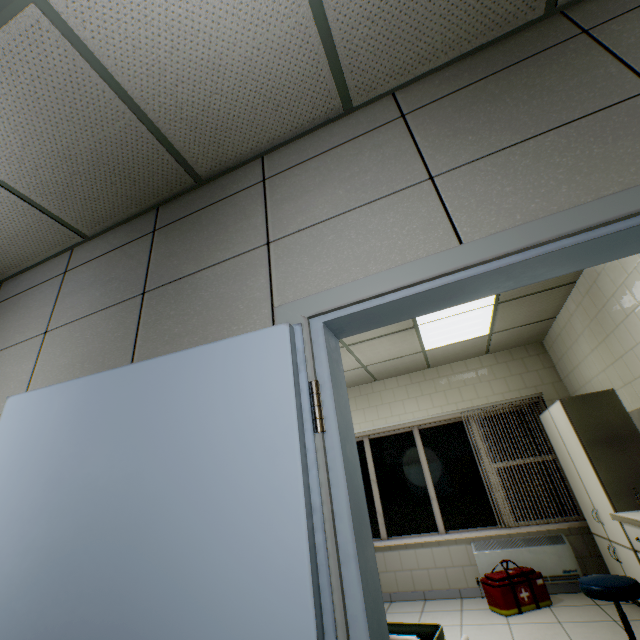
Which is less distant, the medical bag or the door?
the door

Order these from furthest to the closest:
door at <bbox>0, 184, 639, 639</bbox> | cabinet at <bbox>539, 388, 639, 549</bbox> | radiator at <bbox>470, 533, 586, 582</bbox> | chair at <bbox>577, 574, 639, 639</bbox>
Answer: radiator at <bbox>470, 533, 586, 582</bbox>, cabinet at <bbox>539, 388, 639, 549</bbox>, chair at <bbox>577, 574, 639, 639</bbox>, door at <bbox>0, 184, 639, 639</bbox>

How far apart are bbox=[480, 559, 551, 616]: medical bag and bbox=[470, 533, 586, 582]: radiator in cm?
17

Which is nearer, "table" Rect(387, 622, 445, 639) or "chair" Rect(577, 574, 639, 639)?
"table" Rect(387, 622, 445, 639)

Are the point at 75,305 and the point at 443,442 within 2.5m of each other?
no

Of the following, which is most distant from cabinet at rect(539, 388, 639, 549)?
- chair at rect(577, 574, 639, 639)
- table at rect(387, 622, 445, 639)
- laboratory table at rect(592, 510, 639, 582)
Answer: table at rect(387, 622, 445, 639)

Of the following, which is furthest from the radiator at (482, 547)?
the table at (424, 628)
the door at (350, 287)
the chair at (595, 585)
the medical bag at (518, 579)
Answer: the door at (350, 287)

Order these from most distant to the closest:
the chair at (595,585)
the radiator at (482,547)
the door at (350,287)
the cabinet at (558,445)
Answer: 1. the radiator at (482,547)
2. the cabinet at (558,445)
3. the chair at (595,585)
4. the door at (350,287)
